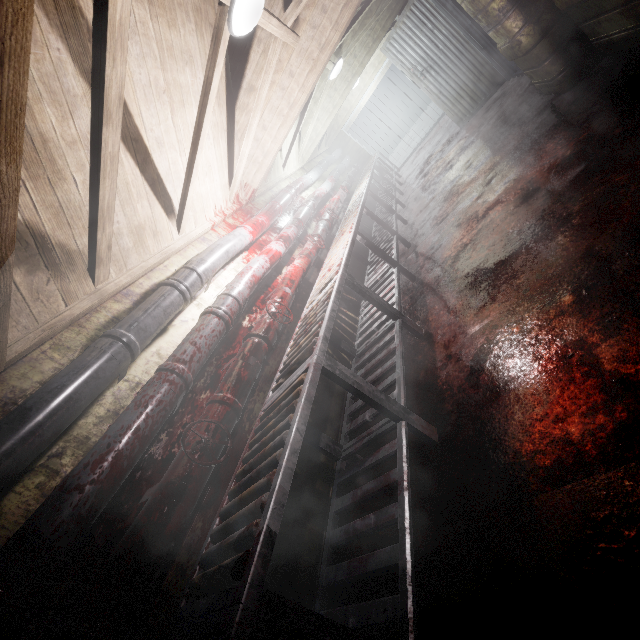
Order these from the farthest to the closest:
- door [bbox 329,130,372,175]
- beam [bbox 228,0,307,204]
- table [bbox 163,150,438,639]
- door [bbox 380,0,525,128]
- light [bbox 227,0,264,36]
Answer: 1. door [bbox 329,130,372,175]
2. door [bbox 380,0,525,128]
3. beam [bbox 228,0,307,204]
4. light [bbox 227,0,264,36]
5. table [bbox 163,150,438,639]

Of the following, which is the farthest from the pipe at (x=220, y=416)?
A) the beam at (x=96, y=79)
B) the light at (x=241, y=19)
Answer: the light at (x=241, y=19)

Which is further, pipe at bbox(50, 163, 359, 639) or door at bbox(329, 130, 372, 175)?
door at bbox(329, 130, 372, 175)

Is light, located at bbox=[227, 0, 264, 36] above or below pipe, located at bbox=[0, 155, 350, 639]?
above

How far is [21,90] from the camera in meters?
0.8 m

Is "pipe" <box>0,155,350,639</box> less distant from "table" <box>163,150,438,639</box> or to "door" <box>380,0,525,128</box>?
"table" <box>163,150,438,639</box>

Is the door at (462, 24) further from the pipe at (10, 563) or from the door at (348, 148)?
the door at (348, 148)

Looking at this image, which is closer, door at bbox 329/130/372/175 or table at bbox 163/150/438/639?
table at bbox 163/150/438/639
